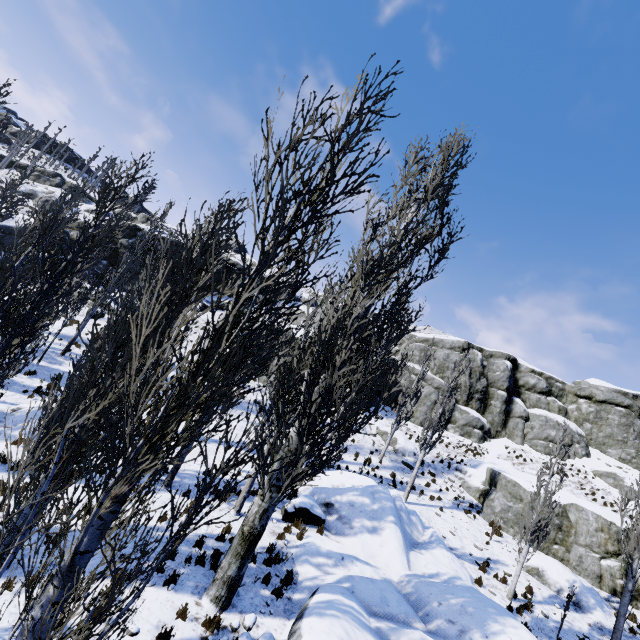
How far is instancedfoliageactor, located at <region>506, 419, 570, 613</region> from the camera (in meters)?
13.59

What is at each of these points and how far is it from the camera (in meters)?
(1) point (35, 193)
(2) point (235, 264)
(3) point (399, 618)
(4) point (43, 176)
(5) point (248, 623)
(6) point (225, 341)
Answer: (1) rock, 49.09
(2) rock, 44.69
(3) rock, 8.79
(4) rock, 55.34
(5) rock, 7.47
(6) instancedfoliageactor, 3.35

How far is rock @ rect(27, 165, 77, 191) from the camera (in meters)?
55.03

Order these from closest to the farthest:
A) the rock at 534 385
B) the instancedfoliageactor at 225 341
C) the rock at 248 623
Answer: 1. the instancedfoliageactor at 225 341
2. the rock at 248 623
3. the rock at 534 385

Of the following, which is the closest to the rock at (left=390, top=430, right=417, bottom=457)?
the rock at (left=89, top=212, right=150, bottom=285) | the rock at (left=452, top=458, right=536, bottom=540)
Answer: the rock at (left=89, top=212, right=150, bottom=285)

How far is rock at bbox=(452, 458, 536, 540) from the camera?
19.3m

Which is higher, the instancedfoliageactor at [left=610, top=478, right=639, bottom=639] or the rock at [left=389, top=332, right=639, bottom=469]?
the rock at [left=389, top=332, right=639, bottom=469]

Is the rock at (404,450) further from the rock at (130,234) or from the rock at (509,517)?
the rock at (509,517)
